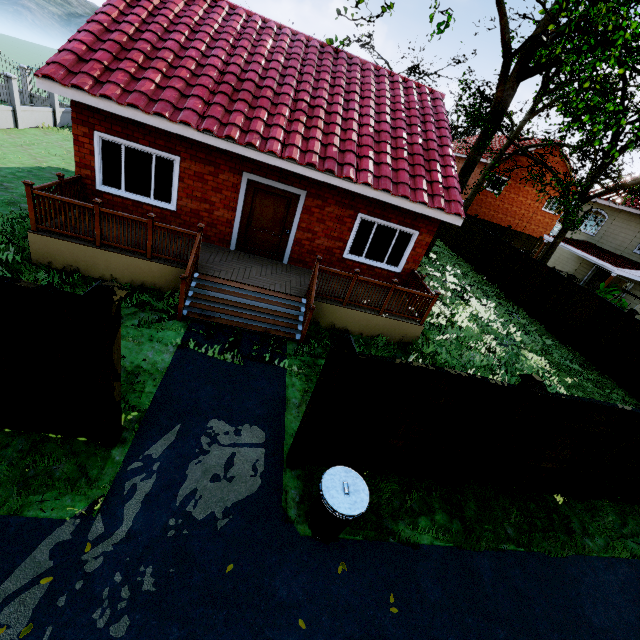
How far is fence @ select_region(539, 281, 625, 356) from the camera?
12.5 meters

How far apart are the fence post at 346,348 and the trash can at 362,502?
0.5m

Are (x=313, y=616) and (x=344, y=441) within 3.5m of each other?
yes

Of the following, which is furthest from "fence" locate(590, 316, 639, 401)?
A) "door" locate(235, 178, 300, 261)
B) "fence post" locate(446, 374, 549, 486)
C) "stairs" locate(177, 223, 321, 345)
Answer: "door" locate(235, 178, 300, 261)

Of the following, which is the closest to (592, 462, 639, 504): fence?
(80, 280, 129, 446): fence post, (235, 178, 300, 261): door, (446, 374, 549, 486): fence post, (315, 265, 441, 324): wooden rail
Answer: (446, 374, 549, 486): fence post

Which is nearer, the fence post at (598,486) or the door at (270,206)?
the fence post at (598,486)
